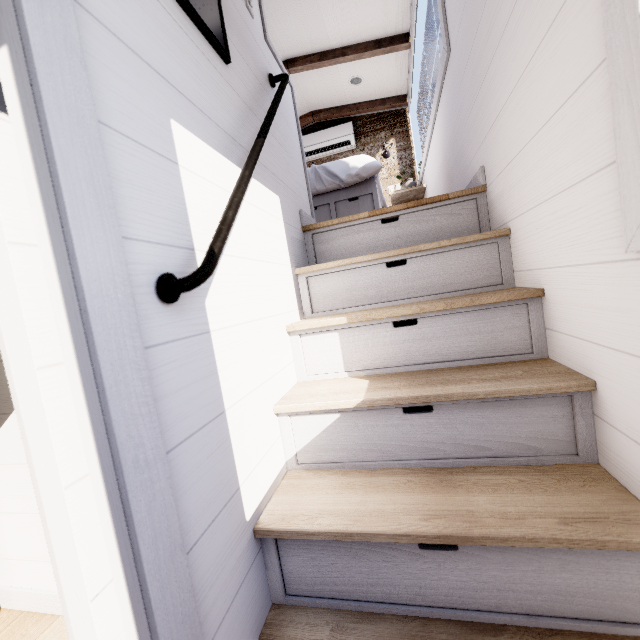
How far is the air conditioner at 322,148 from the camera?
4.8 meters

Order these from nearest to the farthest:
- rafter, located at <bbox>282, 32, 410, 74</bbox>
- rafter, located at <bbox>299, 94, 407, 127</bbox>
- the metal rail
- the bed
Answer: the metal rail, the bed, rafter, located at <bbox>282, 32, 410, 74</bbox>, rafter, located at <bbox>299, 94, 407, 127</bbox>

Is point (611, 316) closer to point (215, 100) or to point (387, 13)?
point (215, 100)

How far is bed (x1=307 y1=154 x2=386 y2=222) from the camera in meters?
2.8

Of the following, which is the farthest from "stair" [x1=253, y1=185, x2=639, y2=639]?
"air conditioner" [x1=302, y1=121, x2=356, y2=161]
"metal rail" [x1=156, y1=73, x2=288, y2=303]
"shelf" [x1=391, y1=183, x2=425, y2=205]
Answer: "air conditioner" [x1=302, y1=121, x2=356, y2=161]

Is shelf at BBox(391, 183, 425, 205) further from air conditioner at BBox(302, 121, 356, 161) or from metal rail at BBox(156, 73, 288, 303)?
metal rail at BBox(156, 73, 288, 303)

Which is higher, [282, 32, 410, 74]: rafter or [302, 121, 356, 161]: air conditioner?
[282, 32, 410, 74]: rafter

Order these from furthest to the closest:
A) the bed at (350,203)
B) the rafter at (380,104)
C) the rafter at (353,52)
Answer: the rafter at (380,104) < the rafter at (353,52) < the bed at (350,203)
